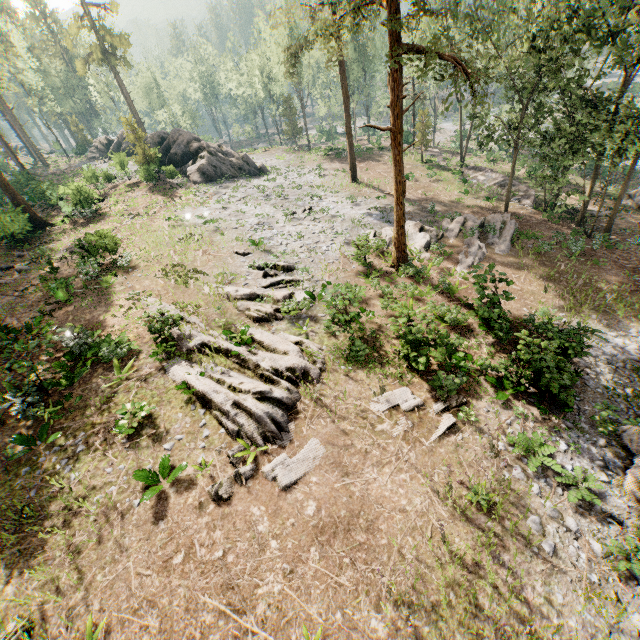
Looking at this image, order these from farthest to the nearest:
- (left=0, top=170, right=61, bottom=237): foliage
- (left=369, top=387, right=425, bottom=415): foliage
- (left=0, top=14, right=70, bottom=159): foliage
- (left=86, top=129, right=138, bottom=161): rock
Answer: (left=0, top=14, right=70, bottom=159): foliage < (left=86, top=129, right=138, bottom=161): rock < (left=0, top=170, right=61, bottom=237): foliage < (left=369, top=387, right=425, bottom=415): foliage

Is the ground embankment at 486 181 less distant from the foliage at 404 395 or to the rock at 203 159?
the foliage at 404 395

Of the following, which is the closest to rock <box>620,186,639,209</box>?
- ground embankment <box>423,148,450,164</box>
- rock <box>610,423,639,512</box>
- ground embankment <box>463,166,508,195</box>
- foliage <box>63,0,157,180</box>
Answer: ground embankment <box>463,166,508,195</box>

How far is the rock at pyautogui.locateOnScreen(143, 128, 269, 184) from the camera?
35.2 meters

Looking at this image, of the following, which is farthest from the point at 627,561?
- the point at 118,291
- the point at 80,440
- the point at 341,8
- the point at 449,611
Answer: the point at 118,291

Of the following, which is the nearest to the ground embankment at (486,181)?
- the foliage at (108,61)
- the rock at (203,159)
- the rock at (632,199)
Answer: the rock at (632,199)

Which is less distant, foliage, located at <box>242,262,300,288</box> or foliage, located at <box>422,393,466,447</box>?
foliage, located at <box>422,393,466,447</box>

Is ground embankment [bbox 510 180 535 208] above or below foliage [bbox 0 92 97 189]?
below
